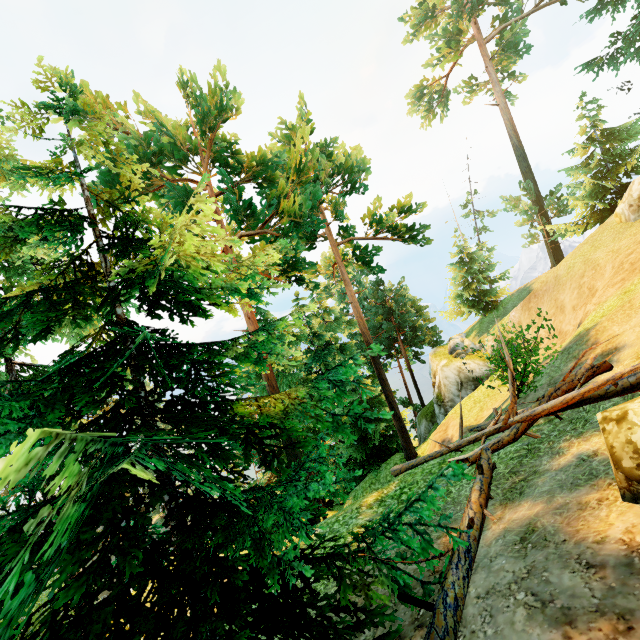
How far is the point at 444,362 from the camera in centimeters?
2891cm

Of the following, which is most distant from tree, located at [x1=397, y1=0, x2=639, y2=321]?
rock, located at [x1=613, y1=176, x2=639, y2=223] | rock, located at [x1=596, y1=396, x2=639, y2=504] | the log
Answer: rock, located at [x1=613, y1=176, x2=639, y2=223]

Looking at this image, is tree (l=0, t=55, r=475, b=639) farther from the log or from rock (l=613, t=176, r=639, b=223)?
rock (l=613, t=176, r=639, b=223)

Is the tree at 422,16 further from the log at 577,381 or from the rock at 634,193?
the rock at 634,193

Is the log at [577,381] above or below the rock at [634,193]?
below

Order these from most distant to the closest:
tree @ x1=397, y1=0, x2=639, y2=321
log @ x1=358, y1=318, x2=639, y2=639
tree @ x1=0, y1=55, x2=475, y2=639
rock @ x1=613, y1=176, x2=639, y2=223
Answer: tree @ x1=397, y1=0, x2=639, y2=321, rock @ x1=613, y1=176, x2=639, y2=223, log @ x1=358, y1=318, x2=639, y2=639, tree @ x1=0, y1=55, x2=475, y2=639

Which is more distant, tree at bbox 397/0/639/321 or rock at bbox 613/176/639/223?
tree at bbox 397/0/639/321
